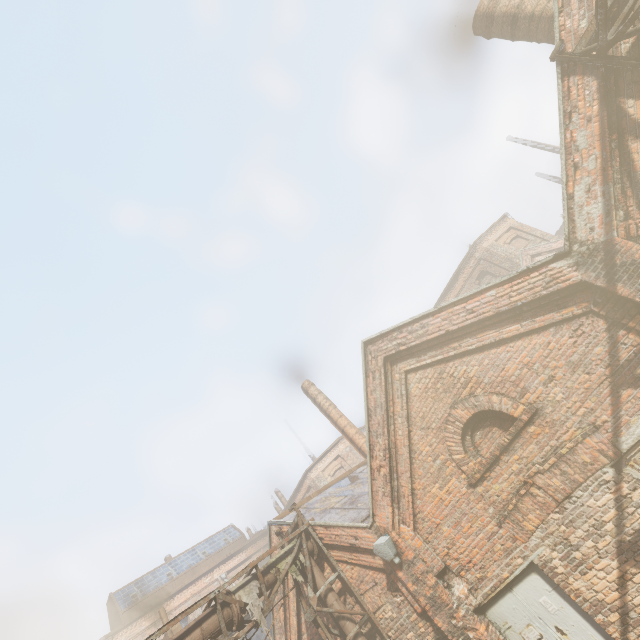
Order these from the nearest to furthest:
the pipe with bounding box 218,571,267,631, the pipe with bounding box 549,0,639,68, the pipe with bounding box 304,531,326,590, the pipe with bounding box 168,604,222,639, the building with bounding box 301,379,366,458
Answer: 1. the pipe with bounding box 549,0,639,68
2. the pipe with bounding box 168,604,222,639
3. the pipe with bounding box 218,571,267,631
4. the pipe with bounding box 304,531,326,590
5. the building with bounding box 301,379,366,458

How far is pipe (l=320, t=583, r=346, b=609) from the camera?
7.8 meters

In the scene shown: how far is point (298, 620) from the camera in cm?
955

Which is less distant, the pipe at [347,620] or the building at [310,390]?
the pipe at [347,620]

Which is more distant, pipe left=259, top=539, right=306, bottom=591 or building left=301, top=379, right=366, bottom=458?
building left=301, top=379, right=366, bottom=458

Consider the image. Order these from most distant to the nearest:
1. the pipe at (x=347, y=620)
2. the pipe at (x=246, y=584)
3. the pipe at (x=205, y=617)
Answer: the pipe at (x=347, y=620) → the pipe at (x=246, y=584) → the pipe at (x=205, y=617)

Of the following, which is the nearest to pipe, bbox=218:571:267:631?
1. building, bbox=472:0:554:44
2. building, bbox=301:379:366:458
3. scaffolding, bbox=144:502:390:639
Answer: scaffolding, bbox=144:502:390:639
